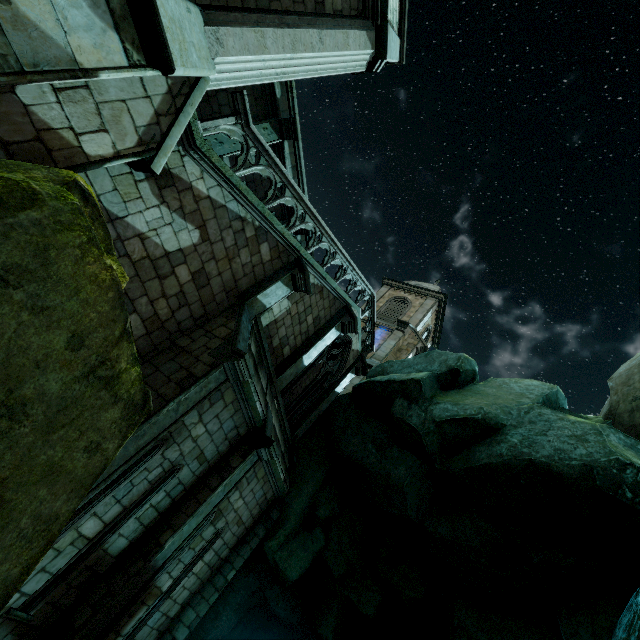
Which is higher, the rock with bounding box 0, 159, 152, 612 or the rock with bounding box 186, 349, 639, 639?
the rock with bounding box 186, 349, 639, 639

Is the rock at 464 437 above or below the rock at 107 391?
above

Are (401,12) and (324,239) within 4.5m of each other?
no

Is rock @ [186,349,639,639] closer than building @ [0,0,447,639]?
No

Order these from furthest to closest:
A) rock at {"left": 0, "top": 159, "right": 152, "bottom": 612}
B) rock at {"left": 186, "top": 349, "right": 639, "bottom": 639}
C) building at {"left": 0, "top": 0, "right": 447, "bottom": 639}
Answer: → rock at {"left": 186, "top": 349, "right": 639, "bottom": 639} → building at {"left": 0, "top": 0, "right": 447, "bottom": 639} → rock at {"left": 0, "top": 159, "right": 152, "bottom": 612}

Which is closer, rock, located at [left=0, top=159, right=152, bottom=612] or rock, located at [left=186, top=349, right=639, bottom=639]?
rock, located at [left=0, top=159, right=152, bottom=612]

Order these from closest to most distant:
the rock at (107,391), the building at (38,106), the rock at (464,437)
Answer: the rock at (107,391) < the building at (38,106) < the rock at (464,437)
